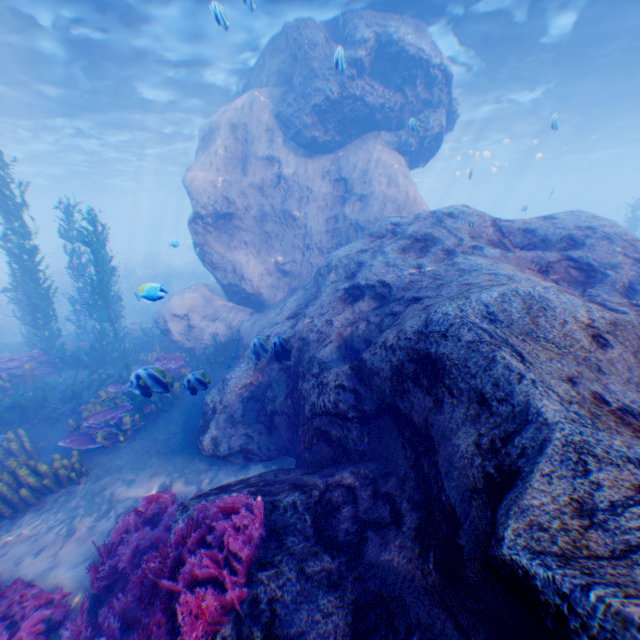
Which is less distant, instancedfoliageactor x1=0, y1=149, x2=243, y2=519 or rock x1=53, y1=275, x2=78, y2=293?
instancedfoliageactor x1=0, y1=149, x2=243, y2=519

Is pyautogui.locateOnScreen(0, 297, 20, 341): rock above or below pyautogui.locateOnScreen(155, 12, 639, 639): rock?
below

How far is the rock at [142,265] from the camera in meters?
26.0 m

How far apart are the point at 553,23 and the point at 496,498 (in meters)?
18.27

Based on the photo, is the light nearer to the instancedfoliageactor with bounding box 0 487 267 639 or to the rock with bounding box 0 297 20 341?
the rock with bounding box 0 297 20 341

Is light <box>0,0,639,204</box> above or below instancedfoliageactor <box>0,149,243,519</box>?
above
